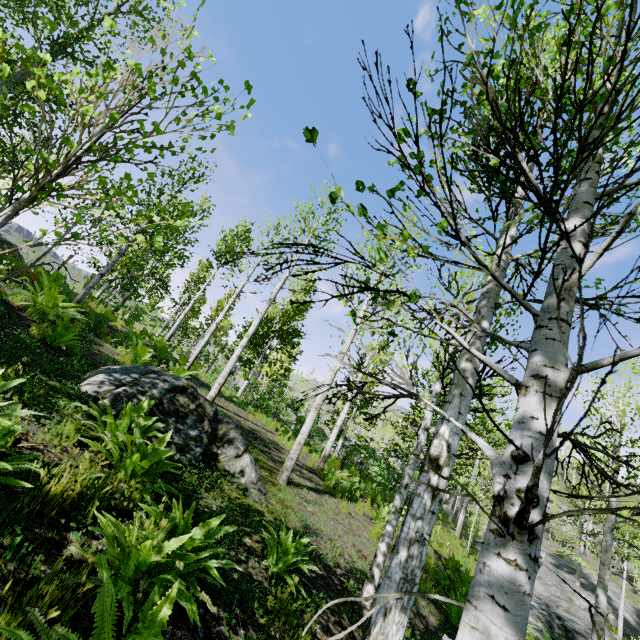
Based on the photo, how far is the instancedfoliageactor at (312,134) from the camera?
1.0 meters

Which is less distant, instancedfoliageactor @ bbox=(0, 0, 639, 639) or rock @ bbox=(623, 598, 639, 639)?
instancedfoliageactor @ bbox=(0, 0, 639, 639)

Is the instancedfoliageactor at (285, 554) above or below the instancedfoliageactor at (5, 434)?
below

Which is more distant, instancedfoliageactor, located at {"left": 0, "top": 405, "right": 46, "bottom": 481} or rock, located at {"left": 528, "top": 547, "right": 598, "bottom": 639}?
A: rock, located at {"left": 528, "top": 547, "right": 598, "bottom": 639}

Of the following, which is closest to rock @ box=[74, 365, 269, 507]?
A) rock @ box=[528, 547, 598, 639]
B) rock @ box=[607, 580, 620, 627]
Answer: rock @ box=[528, 547, 598, 639]

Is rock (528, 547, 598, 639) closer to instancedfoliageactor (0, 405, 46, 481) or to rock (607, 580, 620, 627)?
instancedfoliageactor (0, 405, 46, 481)

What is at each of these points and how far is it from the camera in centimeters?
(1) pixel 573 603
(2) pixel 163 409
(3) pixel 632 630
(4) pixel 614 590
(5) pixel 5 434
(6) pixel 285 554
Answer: (1) rock, 1977cm
(2) rock, 517cm
(3) rock, 2320cm
(4) rock, 2955cm
(5) instancedfoliageactor, 240cm
(6) instancedfoliageactor, 393cm
